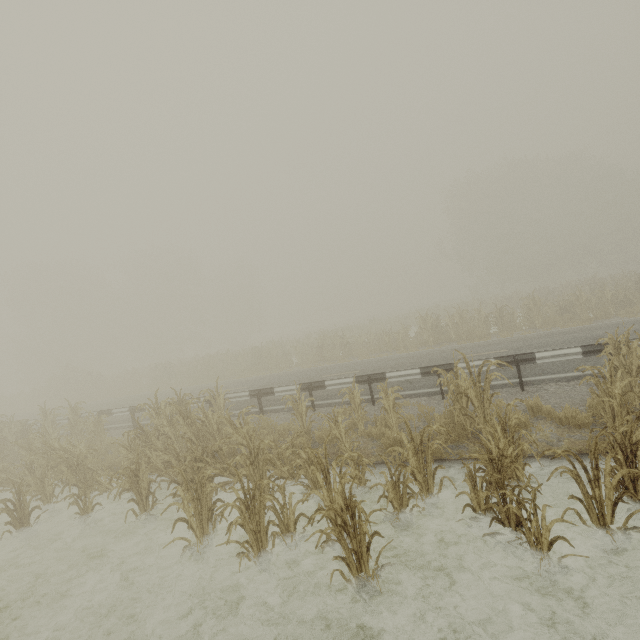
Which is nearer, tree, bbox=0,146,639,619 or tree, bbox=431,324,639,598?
tree, bbox=431,324,639,598

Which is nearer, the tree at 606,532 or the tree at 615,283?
the tree at 606,532

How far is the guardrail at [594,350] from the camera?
8.1 meters

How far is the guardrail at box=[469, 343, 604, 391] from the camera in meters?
8.1

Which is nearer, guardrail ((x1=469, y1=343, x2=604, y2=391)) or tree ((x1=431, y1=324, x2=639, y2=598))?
tree ((x1=431, y1=324, x2=639, y2=598))

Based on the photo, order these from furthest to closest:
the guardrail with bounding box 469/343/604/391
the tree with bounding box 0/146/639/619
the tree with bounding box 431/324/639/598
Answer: the guardrail with bounding box 469/343/604/391
the tree with bounding box 0/146/639/619
the tree with bounding box 431/324/639/598

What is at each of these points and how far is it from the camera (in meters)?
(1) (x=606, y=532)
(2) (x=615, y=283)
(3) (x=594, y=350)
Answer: (1) tree, 3.86
(2) tree, 21.73
(3) guardrail, 8.07
